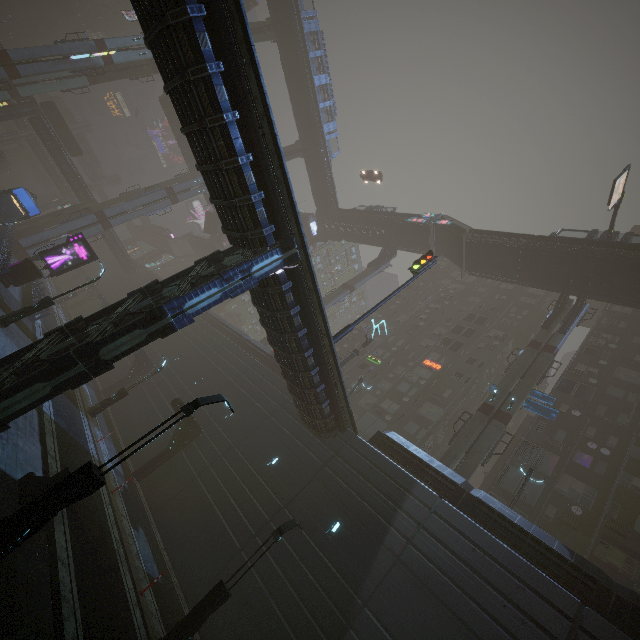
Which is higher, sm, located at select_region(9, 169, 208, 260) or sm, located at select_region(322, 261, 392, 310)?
sm, located at select_region(322, 261, 392, 310)

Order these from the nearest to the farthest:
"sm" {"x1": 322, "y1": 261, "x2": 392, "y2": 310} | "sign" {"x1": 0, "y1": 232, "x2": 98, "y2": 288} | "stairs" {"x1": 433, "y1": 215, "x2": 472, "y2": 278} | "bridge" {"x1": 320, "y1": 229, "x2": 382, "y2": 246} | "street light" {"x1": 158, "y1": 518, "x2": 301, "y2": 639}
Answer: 1. "street light" {"x1": 158, "y1": 518, "x2": 301, "y2": 639}
2. "sign" {"x1": 0, "y1": 232, "x2": 98, "y2": 288}
3. "stairs" {"x1": 433, "y1": 215, "x2": 472, "y2": 278}
4. "sm" {"x1": 322, "y1": 261, "x2": 392, "y2": 310}
5. "bridge" {"x1": 320, "y1": 229, "x2": 382, "y2": 246}

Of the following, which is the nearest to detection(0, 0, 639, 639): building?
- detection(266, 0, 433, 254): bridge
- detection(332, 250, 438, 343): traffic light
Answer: detection(332, 250, 438, 343): traffic light

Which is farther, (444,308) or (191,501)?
(444,308)

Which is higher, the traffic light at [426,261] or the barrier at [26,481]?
the traffic light at [426,261]

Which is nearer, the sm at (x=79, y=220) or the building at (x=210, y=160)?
the building at (x=210, y=160)

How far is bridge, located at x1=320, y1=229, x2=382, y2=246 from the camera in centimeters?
5148cm

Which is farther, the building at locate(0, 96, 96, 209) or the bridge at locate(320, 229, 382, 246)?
the bridge at locate(320, 229, 382, 246)
